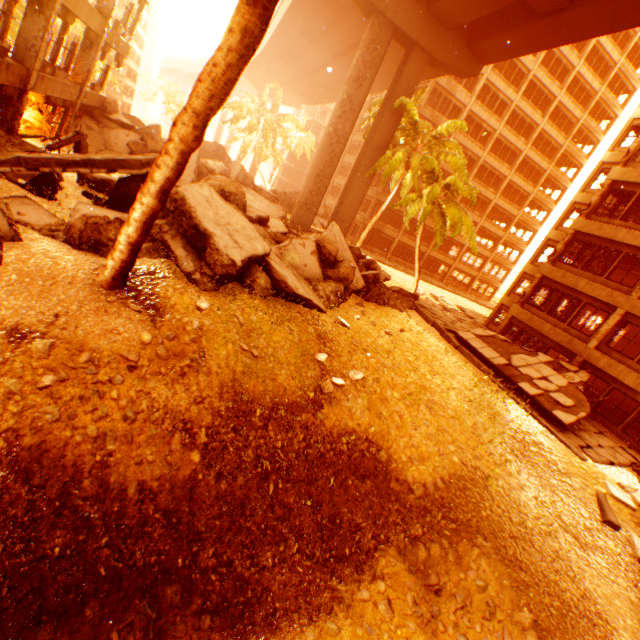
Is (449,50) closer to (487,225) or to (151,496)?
(487,225)

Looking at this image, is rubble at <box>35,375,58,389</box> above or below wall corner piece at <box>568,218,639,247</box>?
below

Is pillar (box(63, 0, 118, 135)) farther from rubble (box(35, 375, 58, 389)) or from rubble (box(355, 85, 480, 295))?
rubble (box(35, 375, 58, 389))

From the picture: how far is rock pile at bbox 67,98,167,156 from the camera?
16.6 meters

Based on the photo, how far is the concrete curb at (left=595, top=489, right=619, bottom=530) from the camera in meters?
9.3 m

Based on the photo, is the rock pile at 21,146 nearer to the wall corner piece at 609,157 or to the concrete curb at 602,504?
the concrete curb at 602,504

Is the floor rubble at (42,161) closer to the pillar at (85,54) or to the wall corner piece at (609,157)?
the pillar at (85,54)

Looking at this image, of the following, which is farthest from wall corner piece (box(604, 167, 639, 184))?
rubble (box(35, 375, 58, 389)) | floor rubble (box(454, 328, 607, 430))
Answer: rubble (box(35, 375, 58, 389))
